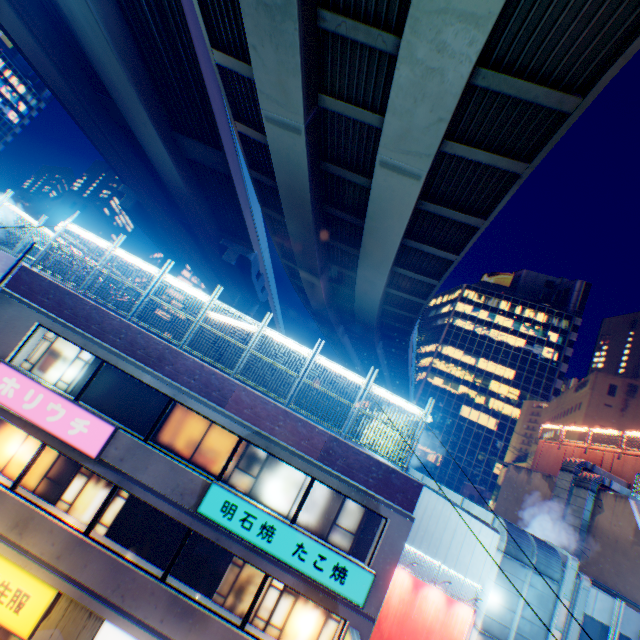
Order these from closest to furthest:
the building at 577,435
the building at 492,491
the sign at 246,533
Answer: the sign at 246,533 < the building at 577,435 < the building at 492,491

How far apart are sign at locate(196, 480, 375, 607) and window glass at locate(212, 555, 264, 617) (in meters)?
0.66

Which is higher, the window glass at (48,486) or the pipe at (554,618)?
the pipe at (554,618)

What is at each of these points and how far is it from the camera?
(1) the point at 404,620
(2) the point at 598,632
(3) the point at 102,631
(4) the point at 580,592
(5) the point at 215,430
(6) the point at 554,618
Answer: (1) billboard, 10.9 meters
(2) window, 11.5 meters
(3) sign, 9.2 meters
(4) pipe, 11.5 meters
(5) window glass, 11.2 meters
(6) pipe, 11.1 meters

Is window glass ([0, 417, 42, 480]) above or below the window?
below

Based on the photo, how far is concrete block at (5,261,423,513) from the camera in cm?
1055

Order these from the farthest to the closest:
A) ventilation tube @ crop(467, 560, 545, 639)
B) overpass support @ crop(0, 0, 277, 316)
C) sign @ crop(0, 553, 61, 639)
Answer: overpass support @ crop(0, 0, 277, 316), ventilation tube @ crop(467, 560, 545, 639), sign @ crop(0, 553, 61, 639)

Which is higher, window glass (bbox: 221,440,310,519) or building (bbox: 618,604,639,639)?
building (bbox: 618,604,639,639)
